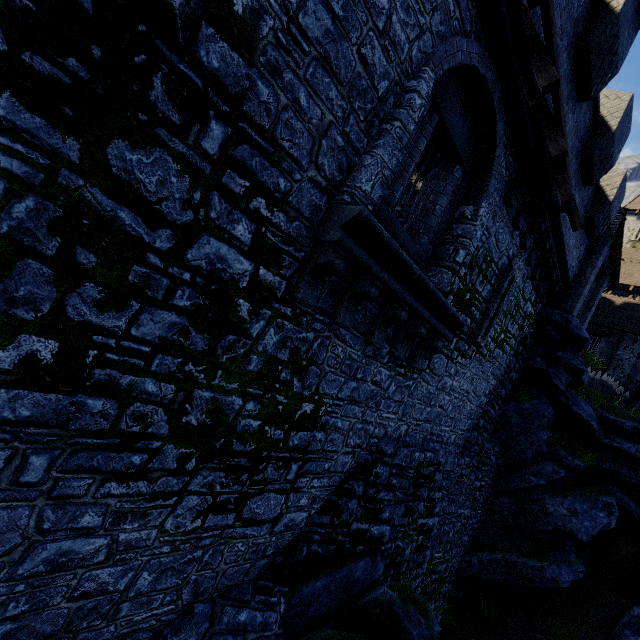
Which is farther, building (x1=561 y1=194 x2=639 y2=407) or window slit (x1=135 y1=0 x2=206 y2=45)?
building (x1=561 y1=194 x2=639 y2=407)

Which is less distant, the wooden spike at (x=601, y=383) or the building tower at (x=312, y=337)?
the building tower at (x=312, y=337)

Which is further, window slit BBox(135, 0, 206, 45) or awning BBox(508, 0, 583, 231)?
awning BBox(508, 0, 583, 231)

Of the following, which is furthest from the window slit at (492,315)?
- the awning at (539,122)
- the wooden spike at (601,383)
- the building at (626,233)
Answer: the building at (626,233)

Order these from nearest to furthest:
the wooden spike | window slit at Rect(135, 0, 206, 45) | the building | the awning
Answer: → window slit at Rect(135, 0, 206, 45) → the awning → the building → the wooden spike

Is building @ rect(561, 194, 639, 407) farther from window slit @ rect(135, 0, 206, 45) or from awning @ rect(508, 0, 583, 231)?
window slit @ rect(135, 0, 206, 45)

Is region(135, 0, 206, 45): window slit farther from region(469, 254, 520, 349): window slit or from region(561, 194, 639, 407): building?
region(561, 194, 639, 407): building

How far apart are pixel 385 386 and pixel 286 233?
4.0 meters
